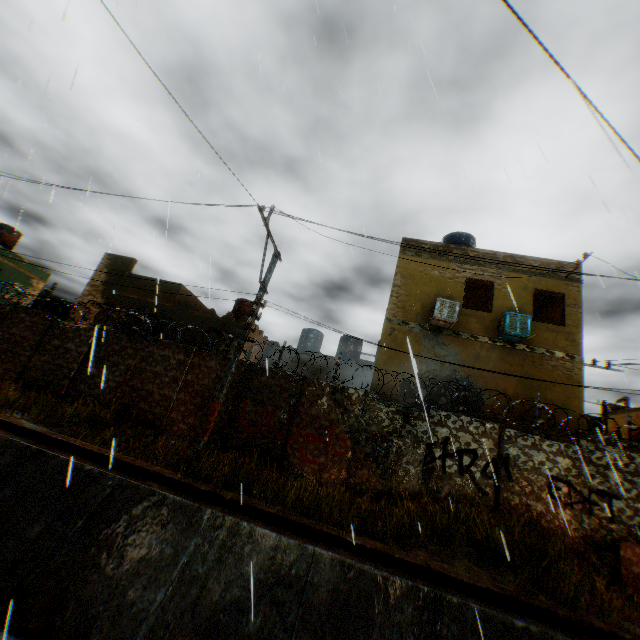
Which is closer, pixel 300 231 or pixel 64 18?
pixel 64 18

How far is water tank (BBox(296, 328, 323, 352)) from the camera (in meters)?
21.75

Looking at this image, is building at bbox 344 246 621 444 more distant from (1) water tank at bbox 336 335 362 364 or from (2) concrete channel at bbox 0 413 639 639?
(1) water tank at bbox 336 335 362 364

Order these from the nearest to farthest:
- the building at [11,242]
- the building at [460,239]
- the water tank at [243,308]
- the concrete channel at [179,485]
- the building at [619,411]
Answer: the concrete channel at [179,485] → the building at [460,239] → the water tank at [243,308] → the building at [619,411] → the building at [11,242]

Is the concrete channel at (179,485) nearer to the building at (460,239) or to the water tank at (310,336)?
the building at (460,239)

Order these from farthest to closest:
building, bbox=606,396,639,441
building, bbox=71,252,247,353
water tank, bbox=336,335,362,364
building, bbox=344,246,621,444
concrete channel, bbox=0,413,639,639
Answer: building, bbox=606,396,639,441, water tank, bbox=336,335,362,364, building, bbox=71,252,247,353, building, bbox=344,246,621,444, concrete channel, bbox=0,413,639,639

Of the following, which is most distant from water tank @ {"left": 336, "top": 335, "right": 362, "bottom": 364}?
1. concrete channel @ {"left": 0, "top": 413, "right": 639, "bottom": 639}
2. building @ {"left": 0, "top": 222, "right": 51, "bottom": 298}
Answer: concrete channel @ {"left": 0, "top": 413, "right": 639, "bottom": 639}
